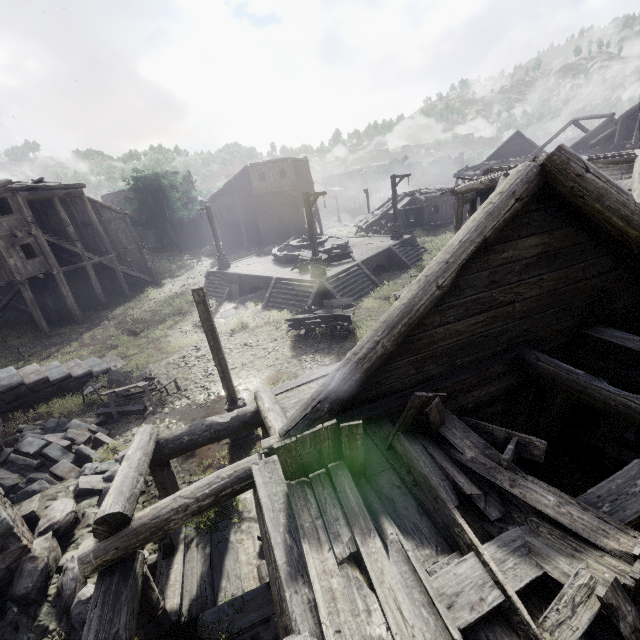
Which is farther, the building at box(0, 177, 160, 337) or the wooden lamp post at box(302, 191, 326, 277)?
the building at box(0, 177, 160, 337)

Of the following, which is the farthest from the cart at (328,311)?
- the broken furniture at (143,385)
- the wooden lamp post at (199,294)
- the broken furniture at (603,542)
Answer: the broken furniture at (603,542)

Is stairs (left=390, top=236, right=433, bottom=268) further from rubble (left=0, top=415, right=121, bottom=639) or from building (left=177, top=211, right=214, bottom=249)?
rubble (left=0, top=415, right=121, bottom=639)

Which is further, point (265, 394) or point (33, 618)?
point (265, 394)

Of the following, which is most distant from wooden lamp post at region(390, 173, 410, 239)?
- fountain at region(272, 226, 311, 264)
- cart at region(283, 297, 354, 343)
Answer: cart at region(283, 297, 354, 343)

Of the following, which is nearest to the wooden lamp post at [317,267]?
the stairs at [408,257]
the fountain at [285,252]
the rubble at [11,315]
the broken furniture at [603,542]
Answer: the stairs at [408,257]

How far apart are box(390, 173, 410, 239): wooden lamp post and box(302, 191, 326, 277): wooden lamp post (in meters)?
9.08

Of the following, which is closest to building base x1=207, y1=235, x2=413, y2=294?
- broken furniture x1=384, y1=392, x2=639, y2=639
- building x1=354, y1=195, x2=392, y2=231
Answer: building x1=354, y1=195, x2=392, y2=231
